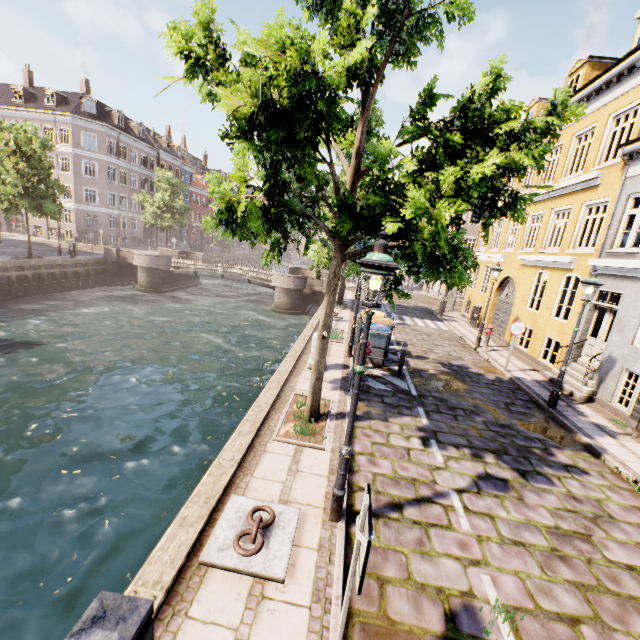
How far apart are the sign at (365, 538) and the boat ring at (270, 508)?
1.6m

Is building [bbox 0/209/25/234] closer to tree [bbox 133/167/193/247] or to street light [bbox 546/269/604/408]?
tree [bbox 133/167/193/247]

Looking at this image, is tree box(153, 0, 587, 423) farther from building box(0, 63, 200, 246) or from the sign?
building box(0, 63, 200, 246)

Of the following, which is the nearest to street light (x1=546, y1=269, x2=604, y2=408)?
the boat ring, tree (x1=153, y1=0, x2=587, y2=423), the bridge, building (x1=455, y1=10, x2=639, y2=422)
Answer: tree (x1=153, y1=0, x2=587, y2=423)

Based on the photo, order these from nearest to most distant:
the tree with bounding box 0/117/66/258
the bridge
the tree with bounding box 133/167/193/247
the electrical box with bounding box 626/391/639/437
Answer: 1. the electrical box with bounding box 626/391/639/437
2. the tree with bounding box 0/117/66/258
3. the bridge
4. the tree with bounding box 133/167/193/247

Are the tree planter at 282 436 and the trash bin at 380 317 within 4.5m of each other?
yes

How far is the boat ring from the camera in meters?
3.6

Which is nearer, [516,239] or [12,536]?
[12,536]
